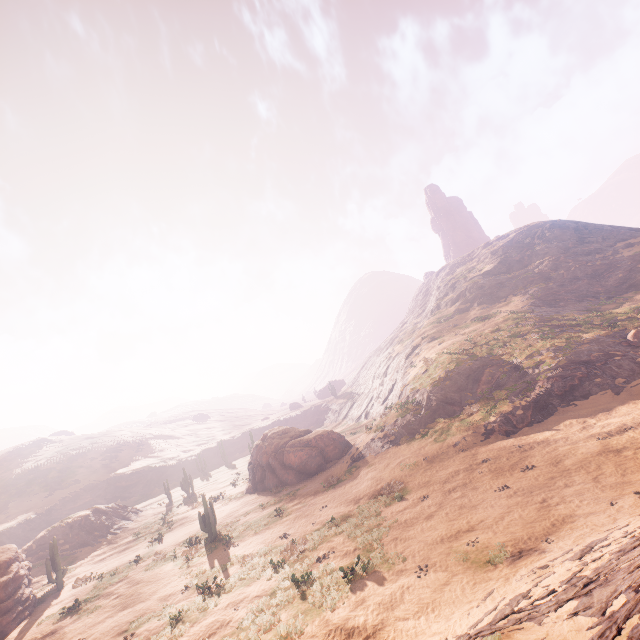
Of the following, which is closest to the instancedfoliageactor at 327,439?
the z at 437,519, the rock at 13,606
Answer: the rock at 13,606

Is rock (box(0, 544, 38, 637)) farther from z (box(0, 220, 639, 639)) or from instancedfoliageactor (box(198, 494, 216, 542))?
z (box(0, 220, 639, 639))

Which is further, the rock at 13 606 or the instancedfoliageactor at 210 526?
the instancedfoliageactor at 210 526

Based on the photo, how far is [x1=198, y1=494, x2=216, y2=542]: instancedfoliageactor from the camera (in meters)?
21.70

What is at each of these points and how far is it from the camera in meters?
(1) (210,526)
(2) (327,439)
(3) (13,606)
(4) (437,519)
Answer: (1) instancedfoliageactor, 22.0 m
(2) instancedfoliageactor, 30.2 m
(3) rock, 20.0 m
(4) z, 14.3 m

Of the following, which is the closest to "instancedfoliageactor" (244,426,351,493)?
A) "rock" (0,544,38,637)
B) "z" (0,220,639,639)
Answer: "rock" (0,544,38,637)

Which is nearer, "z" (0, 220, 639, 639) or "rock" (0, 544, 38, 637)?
"z" (0, 220, 639, 639)
